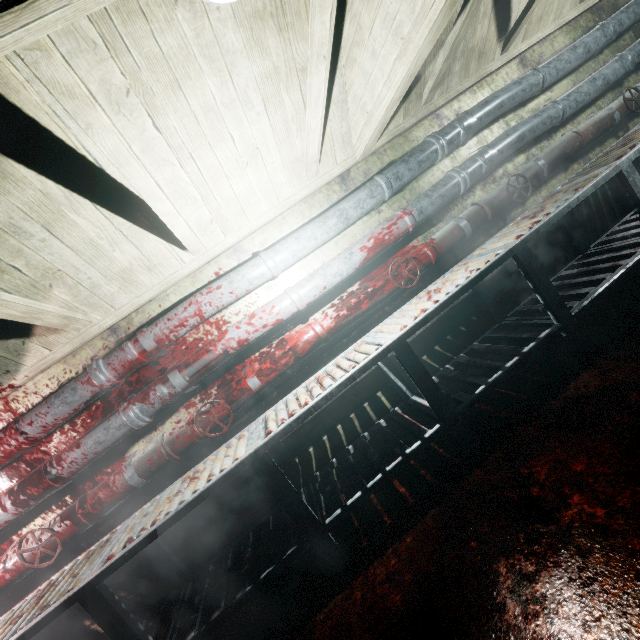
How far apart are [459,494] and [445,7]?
2.3 meters

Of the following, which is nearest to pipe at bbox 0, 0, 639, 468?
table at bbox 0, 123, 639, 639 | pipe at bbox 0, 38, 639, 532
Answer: pipe at bbox 0, 38, 639, 532

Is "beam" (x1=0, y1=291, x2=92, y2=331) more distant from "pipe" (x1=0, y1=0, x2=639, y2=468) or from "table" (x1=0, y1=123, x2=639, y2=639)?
"table" (x1=0, y1=123, x2=639, y2=639)

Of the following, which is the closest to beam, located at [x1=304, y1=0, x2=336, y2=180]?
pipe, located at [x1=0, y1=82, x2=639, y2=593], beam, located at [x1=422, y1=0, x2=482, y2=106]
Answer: beam, located at [x1=422, y1=0, x2=482, y2=106]

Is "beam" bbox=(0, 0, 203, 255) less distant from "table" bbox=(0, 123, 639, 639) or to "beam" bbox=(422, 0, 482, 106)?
"beam" bbox=(422, 0, 482, 106)

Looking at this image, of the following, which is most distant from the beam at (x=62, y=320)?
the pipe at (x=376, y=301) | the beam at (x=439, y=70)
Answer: the pipe at (x=376, y=301)

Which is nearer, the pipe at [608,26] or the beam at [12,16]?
the beam at [12,16]

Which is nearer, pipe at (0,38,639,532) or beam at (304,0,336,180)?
beam at (304,0,336,180)
